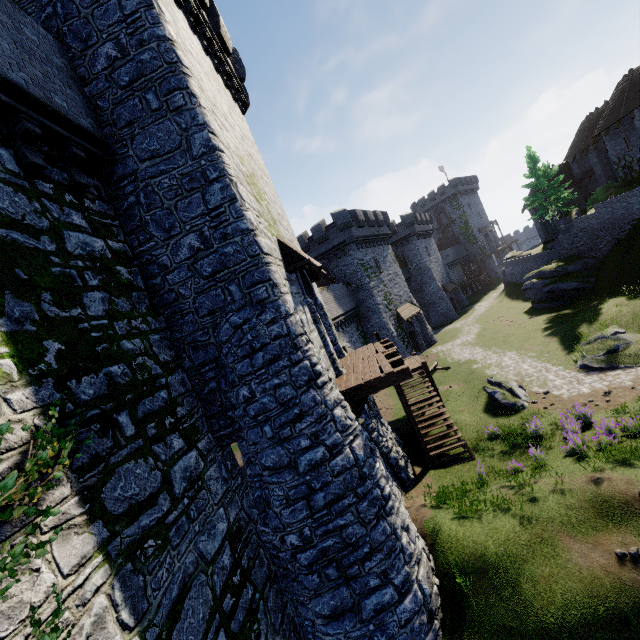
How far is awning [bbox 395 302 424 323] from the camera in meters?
33.8

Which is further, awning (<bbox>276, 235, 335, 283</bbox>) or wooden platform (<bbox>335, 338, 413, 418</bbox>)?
awning (<bbox>276, 235, 335, 283</bbox>)

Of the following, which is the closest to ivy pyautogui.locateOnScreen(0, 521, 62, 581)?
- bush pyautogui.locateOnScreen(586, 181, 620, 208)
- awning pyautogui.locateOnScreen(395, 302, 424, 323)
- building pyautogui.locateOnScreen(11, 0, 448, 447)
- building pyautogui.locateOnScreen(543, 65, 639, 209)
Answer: building pyautogui.locateOnScreen(11, 0, 448, 447)

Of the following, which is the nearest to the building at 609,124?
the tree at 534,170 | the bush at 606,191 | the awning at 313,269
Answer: the bush at 606,191

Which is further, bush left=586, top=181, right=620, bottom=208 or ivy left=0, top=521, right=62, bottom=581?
bush left=586, top=181, right=620, bottom=208

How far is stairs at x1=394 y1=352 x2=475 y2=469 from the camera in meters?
14.5 m

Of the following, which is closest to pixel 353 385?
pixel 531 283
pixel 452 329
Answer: pixel 531 283

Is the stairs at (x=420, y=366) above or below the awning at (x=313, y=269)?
below
